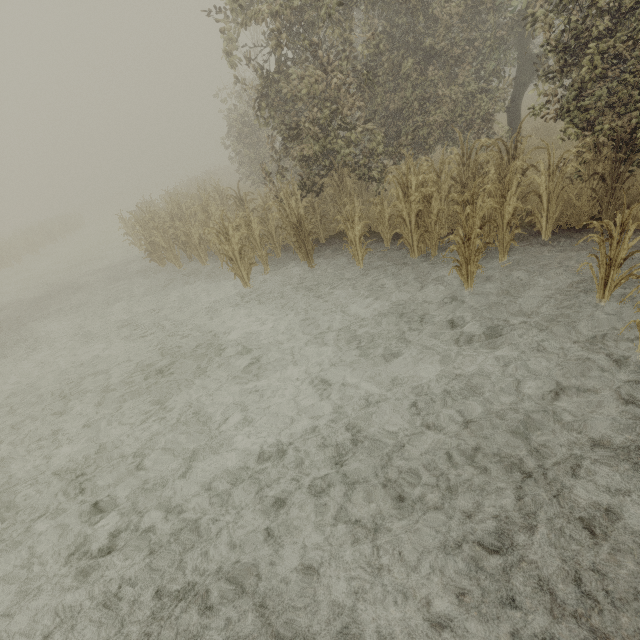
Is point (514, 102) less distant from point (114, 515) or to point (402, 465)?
point (402, 465)
